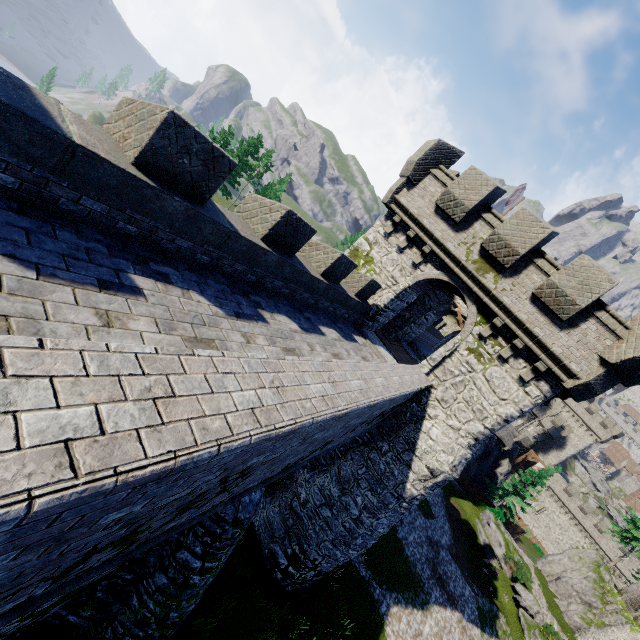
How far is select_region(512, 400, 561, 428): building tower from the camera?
46.9 meters

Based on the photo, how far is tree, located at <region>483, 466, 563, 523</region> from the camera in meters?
40.2 m

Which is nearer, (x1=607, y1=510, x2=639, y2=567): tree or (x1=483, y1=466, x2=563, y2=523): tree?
(x1=607, y1=510, x2=639, y2=567): tree

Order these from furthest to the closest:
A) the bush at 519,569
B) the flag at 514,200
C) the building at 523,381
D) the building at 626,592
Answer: the building at 626,592
the bush at 519,569
the flag at 514,200
the building at 523,381

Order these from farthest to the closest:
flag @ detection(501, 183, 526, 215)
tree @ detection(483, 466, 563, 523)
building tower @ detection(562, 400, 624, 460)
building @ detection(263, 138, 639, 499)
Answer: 1. building tower @ detection(562, 400, 624, 460)
2. tree @ detection(483, 466, 563, 523)
3. flag @ detection(501, 183, 526, 215)
4. building @ detection(263, 138, 639, 499)

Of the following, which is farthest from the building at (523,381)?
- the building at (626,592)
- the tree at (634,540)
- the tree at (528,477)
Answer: the building at (626,592)

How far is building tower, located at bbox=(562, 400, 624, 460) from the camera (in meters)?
57.06

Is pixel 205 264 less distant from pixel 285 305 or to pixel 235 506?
pixel 285 305
